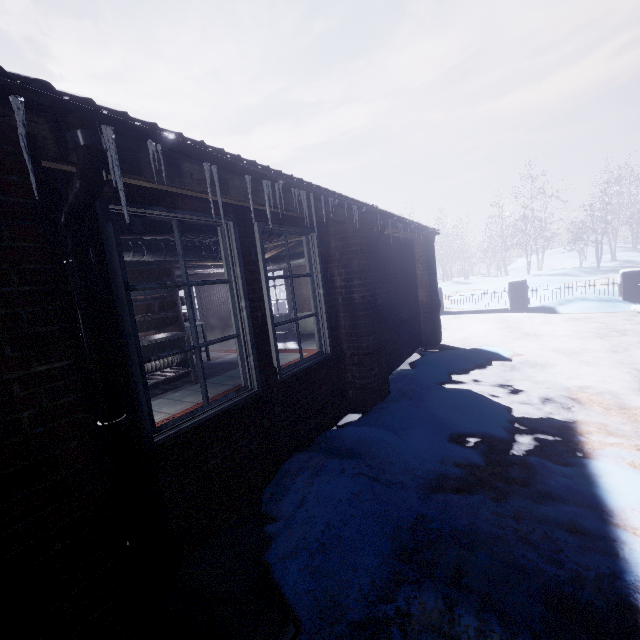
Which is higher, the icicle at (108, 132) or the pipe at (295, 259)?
the icicle at (108, 132)

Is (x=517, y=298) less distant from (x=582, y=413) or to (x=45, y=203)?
(x=582, y=413)

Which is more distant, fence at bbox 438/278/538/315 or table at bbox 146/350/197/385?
fence at bbox 438/278/538/315

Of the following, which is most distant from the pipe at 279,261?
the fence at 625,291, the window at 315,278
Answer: the fence at 625,291

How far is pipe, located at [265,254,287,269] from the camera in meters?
6.3 m

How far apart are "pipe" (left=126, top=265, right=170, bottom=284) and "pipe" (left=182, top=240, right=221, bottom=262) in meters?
0.5 m

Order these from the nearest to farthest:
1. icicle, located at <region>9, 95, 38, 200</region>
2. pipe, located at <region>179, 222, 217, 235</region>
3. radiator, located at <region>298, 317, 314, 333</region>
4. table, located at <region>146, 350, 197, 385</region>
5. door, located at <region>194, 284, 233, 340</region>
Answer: icicle, located at <region>9, 95, 38, 200</region> → pipe, located at <region>179, 222, 217, 235</region> → table, located at <region>146, 350, 197, 385</region> → radiator, located at <region>298, 317, 314, 333</region> → door, located at <region>194, 284, 233, 340</region>

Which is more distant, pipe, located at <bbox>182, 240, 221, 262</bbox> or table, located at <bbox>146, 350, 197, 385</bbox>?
table, located at <bbox>146, 350, 197, 385</bbox>
